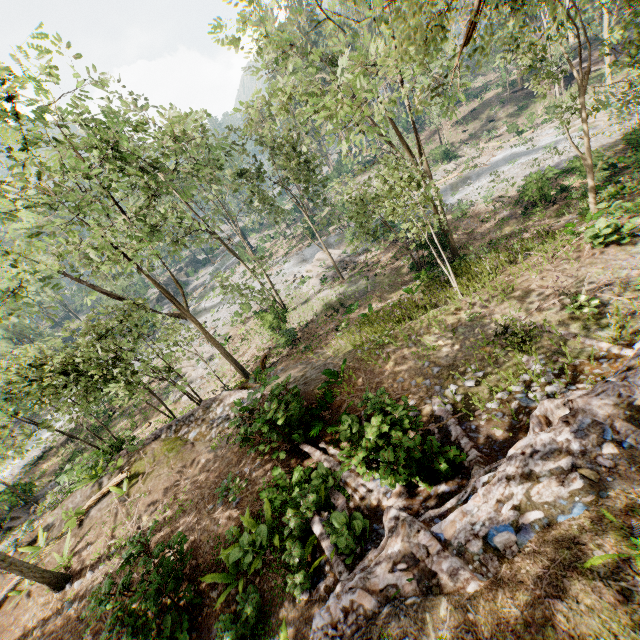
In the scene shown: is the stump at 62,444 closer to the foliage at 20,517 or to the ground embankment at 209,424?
the foliage at 20,517

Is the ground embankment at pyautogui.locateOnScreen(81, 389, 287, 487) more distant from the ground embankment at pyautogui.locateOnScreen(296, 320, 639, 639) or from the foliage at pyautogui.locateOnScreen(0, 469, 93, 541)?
the ground embankment at pyautogui.locateOnScreen(296, 320, 639, 639)

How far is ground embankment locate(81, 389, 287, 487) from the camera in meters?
10.5 m

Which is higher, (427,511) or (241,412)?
(427,511)

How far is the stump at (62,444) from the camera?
30.1m

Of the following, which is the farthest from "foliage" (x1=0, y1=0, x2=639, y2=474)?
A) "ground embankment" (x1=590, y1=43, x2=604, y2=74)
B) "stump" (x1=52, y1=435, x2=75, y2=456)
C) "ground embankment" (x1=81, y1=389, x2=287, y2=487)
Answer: "stump" (x1=52, y1=435, x2=75, y2=456)

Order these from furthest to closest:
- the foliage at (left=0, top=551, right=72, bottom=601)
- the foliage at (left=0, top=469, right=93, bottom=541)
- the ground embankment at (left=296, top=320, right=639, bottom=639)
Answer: the foliage at (left=0, top=469, right=93, bottom=541) → the foliage at (left=0, top=551, right=72, bottom=601) → the ground embankment at (left=296, top=320, right=639, bottom=639)

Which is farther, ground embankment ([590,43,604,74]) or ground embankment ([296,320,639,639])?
ground embankment ([590,43,604,74])
